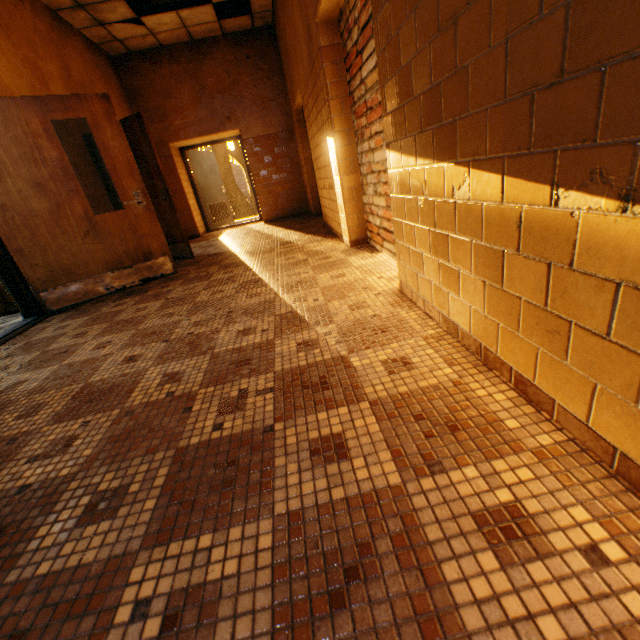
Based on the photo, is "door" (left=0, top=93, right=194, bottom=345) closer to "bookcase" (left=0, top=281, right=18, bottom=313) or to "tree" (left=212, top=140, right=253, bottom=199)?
"bookcase" (left=0, top=281, right=18, bottom=313)

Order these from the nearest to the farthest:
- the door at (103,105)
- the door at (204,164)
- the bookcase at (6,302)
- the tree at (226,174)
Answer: the door at (103,105), the bookcase at (6,302), the door at (204,164), the tree at (226,174)

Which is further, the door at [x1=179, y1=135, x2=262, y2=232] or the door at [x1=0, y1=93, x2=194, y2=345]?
the door at [x1=179, y1=135, x2=262, y2=232]

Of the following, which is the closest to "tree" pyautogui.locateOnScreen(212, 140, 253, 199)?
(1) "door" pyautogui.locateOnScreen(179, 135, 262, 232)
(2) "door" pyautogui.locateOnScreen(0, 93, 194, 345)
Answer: (1) "door" pyautogui.locateOnScreen(179, 135, 262, 232)

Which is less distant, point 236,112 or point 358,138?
point 358,138

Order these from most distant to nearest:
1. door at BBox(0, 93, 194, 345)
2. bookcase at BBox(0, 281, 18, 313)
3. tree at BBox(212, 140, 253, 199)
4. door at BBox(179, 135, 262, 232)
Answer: tree at BBox(212, 140, 253, 199) → door at BBox(179, 135, 262, 232) → bookcase at BBox(0, 281, 18, 313) → door at BBox(0, 93, 194, 345)

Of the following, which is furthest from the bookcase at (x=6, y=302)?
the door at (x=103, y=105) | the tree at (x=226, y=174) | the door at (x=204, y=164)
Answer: the tree at (x=226, y=174)

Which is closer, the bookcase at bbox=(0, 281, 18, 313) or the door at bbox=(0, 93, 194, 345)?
the door at bbox=(0, 93, 194, 345)
